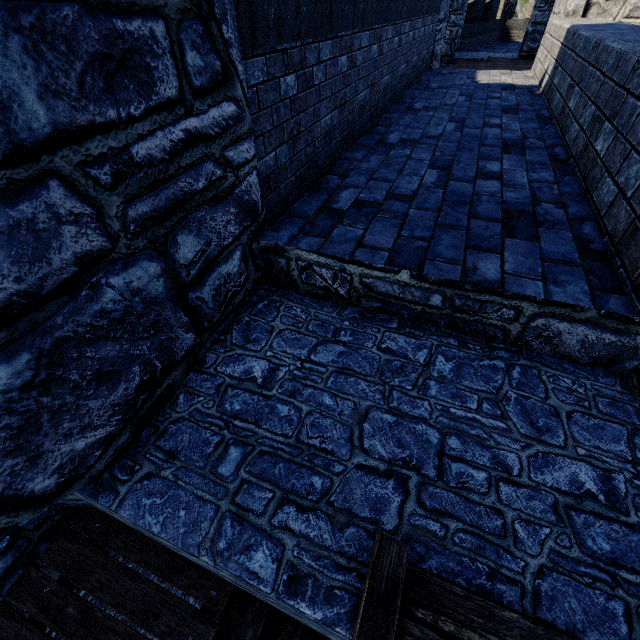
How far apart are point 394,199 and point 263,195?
1.3m
